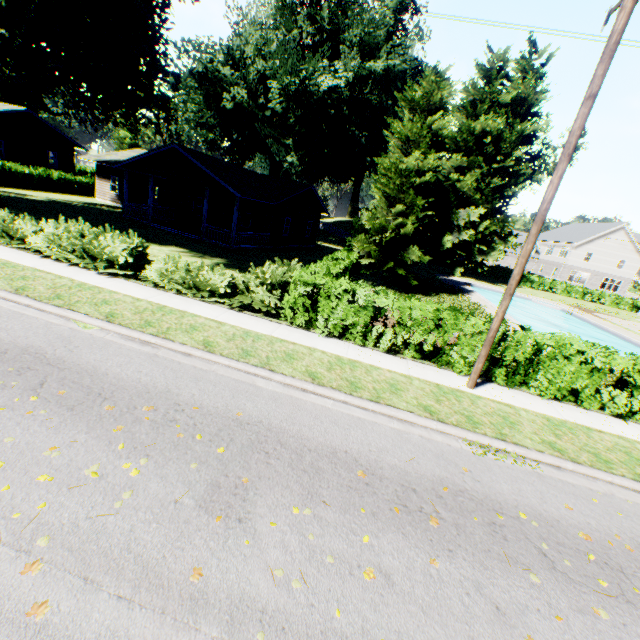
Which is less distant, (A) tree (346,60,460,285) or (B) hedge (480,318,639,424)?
(B) hedge (480,318,639,424)

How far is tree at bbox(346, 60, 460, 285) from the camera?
17.4m

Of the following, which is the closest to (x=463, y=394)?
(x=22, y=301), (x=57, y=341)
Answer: (x=57, y=341)

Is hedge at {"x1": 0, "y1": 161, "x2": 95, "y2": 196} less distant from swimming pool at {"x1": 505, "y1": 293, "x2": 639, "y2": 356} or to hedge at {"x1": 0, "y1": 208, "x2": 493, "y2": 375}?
hedge at {"x1": 0, "y1": 208, "x2": 493, "y2": 375}

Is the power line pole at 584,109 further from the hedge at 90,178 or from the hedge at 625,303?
the hedge at 625,303

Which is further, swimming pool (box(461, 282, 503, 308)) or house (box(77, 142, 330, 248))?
swimming pool (box(461, 282, 503, 308))

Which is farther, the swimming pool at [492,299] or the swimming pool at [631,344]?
the swimming pool at [492,299]

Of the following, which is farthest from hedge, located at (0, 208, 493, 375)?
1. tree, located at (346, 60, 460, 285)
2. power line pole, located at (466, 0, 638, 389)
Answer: power line pole, located at (466, 0, 638, 389)
